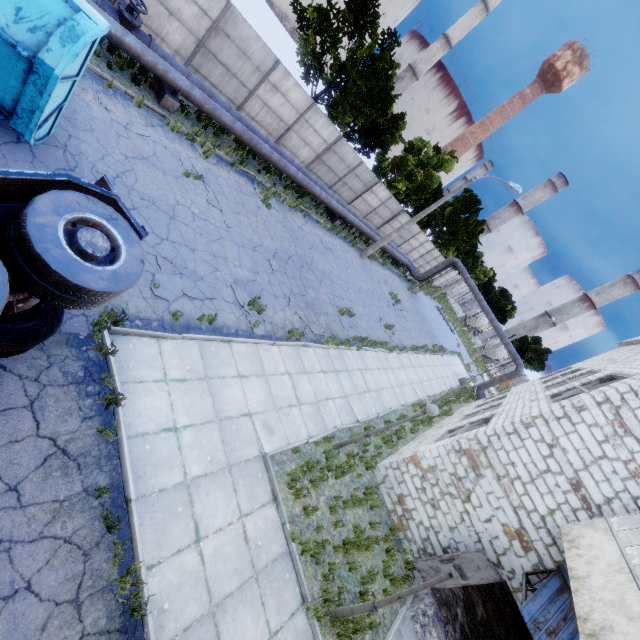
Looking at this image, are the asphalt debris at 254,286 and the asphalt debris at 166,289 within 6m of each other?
yes

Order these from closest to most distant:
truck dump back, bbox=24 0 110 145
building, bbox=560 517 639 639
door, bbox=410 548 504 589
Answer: building, bbox=560 517 639 639
truck dump back, bbox=24 0 110 145
door, bbox=410 548 504 589

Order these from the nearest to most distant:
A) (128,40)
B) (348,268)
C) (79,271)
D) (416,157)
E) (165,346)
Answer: (79,271) → (165,346) → (128,40) → (348,268) → (416,157)

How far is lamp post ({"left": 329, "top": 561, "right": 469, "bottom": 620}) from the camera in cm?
561

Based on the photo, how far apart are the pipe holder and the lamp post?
15.7 meters

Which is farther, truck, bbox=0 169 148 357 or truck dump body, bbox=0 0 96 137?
truck dump body, bbox=0 0 96 137

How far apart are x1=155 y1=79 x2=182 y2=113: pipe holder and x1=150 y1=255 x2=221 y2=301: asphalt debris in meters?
7.5 m

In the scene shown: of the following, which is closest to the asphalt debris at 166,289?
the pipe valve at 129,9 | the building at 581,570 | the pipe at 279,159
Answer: the pipe at 279,159
